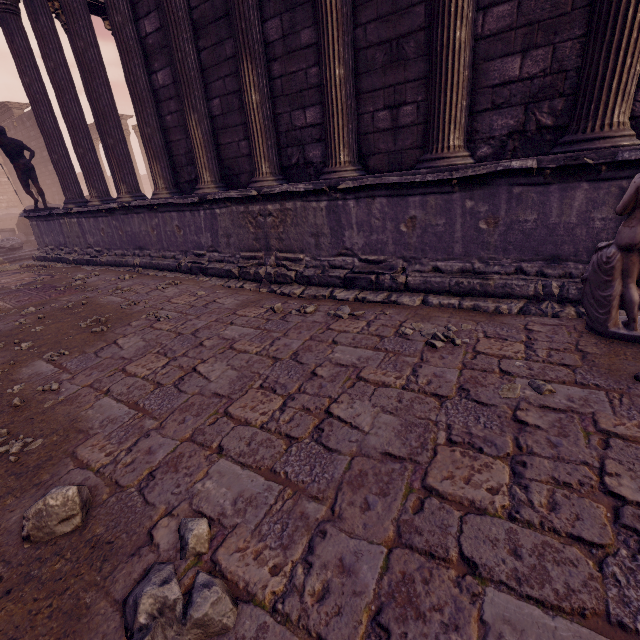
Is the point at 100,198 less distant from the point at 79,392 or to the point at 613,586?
the point at 79,392

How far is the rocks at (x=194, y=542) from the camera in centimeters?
151cm

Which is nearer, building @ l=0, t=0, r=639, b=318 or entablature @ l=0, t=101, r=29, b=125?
building @ l=0, t=0, r=639, b=318

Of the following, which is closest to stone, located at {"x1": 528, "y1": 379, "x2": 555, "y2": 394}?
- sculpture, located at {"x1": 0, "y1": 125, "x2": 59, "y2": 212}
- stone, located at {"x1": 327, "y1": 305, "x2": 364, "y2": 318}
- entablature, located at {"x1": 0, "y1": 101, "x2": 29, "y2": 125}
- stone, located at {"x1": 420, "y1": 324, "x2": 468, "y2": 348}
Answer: stone, located at {"x1": 420, "y1": 324, "x2": 468, "y2": 348}

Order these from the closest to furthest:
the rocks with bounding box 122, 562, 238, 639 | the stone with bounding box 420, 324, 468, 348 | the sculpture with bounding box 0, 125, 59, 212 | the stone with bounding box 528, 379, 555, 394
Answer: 1. the rocks with bounding box 122, 562, 238, 639
2. the stone with bounding box 528, 379, 555, 394
3. the stone with bounding box 420, 324, 468, 348
4. the sculpture with bounding box 0, 125, 59, 212

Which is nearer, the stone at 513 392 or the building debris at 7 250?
the stone at 513 392

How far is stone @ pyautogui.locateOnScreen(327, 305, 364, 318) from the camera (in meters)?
3.82

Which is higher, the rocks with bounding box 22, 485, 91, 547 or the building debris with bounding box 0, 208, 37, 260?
the building debris with bounding box 0, 208, 37, 260
